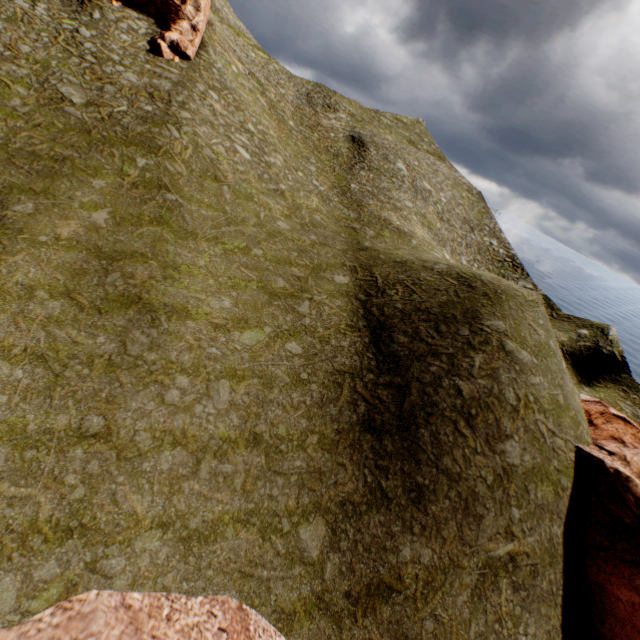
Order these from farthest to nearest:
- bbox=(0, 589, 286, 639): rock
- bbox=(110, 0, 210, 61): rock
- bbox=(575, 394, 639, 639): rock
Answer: bbox=(110, 0, 210, 61): rock, bbox=(575, 394, 639, 639): rock, bbox=(0, 589, 286, 639): rock

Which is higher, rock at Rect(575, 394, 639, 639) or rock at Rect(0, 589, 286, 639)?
rock at Rect(575, 394, 639, 639)

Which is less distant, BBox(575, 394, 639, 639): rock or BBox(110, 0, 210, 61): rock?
BBox(575, 394, 639, 639): rock

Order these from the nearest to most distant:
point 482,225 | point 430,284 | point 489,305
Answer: point 489,305
point 430,284
point 482,225

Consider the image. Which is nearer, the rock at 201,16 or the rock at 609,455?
the rock at 609,455

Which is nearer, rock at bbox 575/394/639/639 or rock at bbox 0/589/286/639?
rock at bbox 0/589/286/639

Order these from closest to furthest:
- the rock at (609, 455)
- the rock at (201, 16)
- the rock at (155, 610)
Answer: the rock at (155, 610), the rock at (609, 455), the rock at (201, 16)
